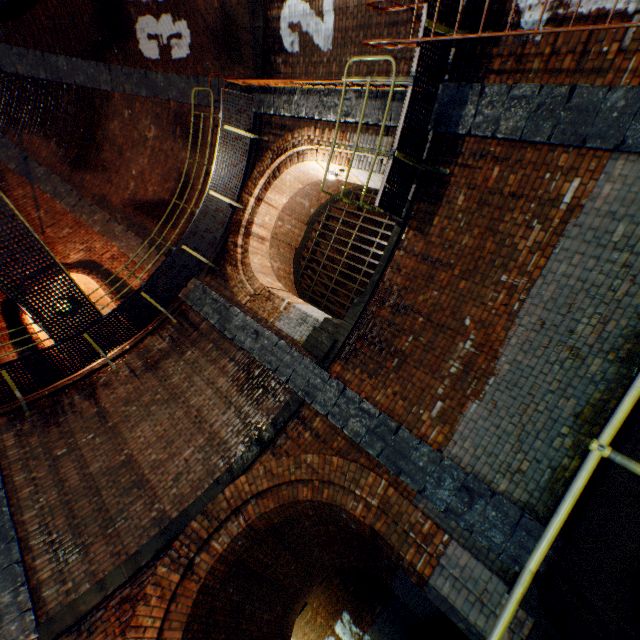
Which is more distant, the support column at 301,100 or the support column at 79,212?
the support column at 79,212

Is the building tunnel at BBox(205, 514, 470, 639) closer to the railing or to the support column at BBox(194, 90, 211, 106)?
the railing

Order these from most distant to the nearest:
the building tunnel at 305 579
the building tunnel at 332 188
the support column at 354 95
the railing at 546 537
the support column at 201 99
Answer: the building tunnel at 332 188 → the support column at 201 99 → the building tunnel at 305 579 → the support column at 354 95 → the railing at 546 537

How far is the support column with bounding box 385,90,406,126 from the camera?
5.7 meters

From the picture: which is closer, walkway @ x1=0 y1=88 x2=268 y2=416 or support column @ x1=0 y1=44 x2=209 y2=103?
walkway @ x1=0 y1=88 x2=268 y2=416

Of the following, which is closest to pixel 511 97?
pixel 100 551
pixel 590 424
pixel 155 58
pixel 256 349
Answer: pixel 590 424

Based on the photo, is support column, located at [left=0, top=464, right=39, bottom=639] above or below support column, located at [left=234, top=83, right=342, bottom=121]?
below

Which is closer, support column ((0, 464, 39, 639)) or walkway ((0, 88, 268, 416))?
support column ((0, 464, 39, 639))
